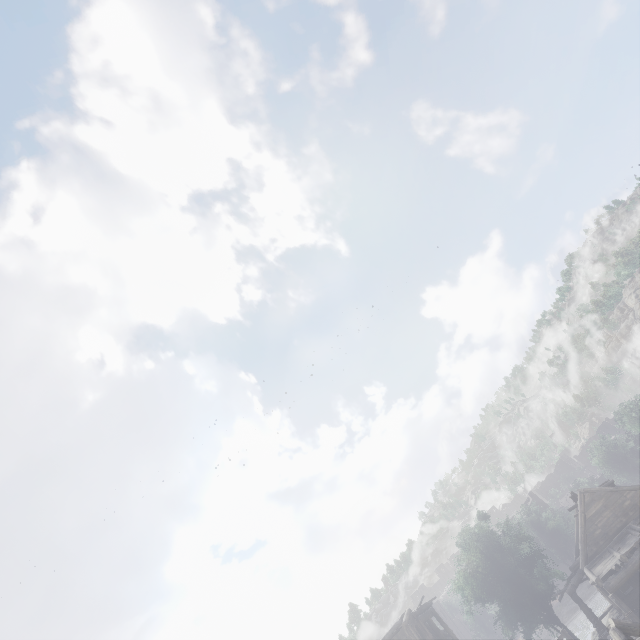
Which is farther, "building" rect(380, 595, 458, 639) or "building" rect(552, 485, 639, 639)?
"building" rect(380, 595, 458, 639)

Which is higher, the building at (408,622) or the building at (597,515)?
the building at (408,622)

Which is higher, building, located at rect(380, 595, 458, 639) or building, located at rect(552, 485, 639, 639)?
building, located at rect(380, 595, 458, 639)

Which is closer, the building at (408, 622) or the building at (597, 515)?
the building at (597, 515)

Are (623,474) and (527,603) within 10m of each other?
no
